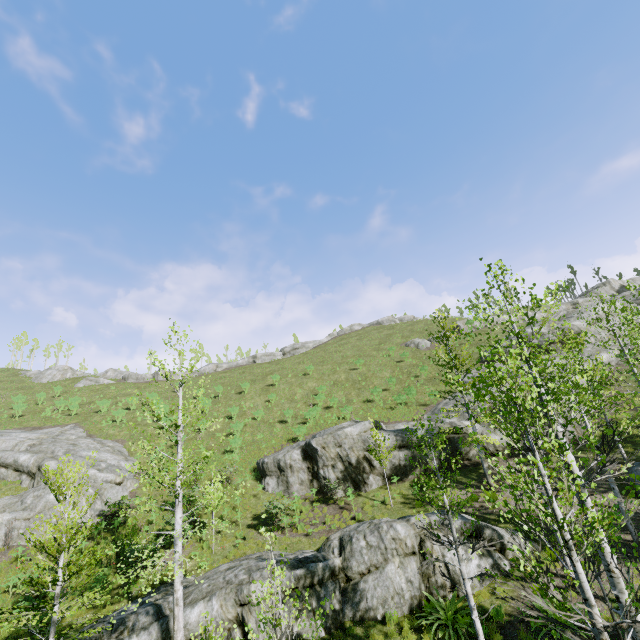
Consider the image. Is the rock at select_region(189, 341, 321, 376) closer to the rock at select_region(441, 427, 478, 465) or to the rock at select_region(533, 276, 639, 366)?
the rock at select_region(533, 276, 639, 366)

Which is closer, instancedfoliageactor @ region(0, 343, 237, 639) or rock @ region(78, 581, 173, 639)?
instancedfoliageactor @ region(0, 343, 237, 639)

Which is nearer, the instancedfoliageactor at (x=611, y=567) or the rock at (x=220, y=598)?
the instancedfoliageactor at (x=611, y=567)

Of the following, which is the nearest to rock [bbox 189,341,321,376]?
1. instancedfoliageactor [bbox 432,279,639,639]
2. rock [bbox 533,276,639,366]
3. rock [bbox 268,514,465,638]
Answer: rock [bbox 533,276,639,366]

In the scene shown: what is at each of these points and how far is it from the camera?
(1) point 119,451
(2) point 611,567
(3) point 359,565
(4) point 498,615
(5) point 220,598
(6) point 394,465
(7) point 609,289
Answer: (1) rock, 27.8m
(2) instancedfoliageactor, 6.4m
(3) rock, 12.9m
(4) instancedfoliageactor, 10.4m
(5) rock, 12.1m
(6) rock, 21.4m
(7) rock, 48.9m

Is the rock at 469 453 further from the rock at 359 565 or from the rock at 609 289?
the rock at 359 565

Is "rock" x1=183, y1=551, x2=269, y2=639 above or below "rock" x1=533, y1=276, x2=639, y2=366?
below

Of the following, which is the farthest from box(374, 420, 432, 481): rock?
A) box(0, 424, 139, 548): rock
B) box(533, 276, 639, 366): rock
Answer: box(0, 424, 139, 548): rock
